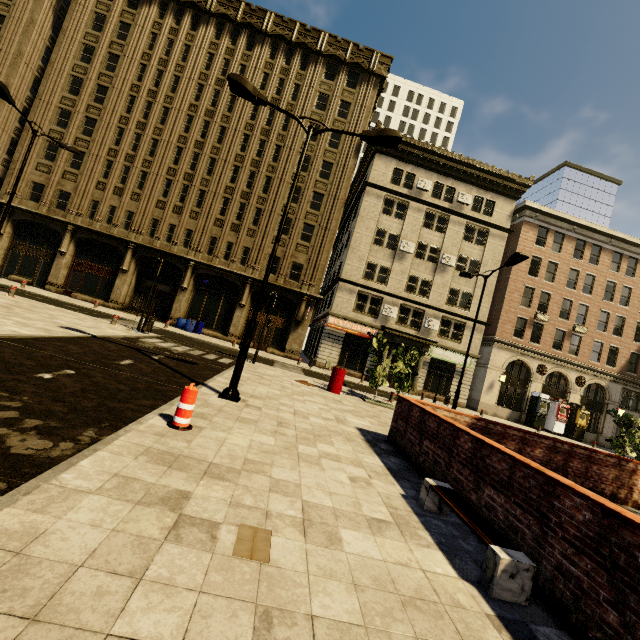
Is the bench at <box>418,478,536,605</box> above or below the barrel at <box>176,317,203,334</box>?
below

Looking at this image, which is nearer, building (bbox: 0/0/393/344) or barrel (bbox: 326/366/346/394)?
barrel (bbox: 326/366/346/394)

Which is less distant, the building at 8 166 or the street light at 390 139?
the street light at 390 139

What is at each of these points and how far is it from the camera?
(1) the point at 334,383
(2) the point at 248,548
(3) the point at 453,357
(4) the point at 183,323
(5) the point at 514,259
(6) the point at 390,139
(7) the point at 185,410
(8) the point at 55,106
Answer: (1) barrel, 14.4m
(2) cardboard, 2.8m
(3) sign, 28.8m
(4) barrel, 26.0m
(5) street light, 13.8m
(6) street light, 8.7m
(7) plastic barricade, 5.2m
(8) building, 26.7m

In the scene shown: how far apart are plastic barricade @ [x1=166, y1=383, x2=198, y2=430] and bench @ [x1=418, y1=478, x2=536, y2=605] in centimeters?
382cm

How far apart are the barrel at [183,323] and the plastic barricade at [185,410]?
21.6m

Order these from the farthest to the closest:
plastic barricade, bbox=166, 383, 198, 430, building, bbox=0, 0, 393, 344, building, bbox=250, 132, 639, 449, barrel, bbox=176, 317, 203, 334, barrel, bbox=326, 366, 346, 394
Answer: building, bbox=250, 132, 639, 449, building, bbox=0, 0, 393, 344, barrel, bbox=176, 317, 203, 334, barrel, bbox=326, 366, 346, 394, plastic barricade, bbox=166, 383, 198, 430

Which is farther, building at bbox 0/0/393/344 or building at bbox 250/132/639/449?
building at bbox 250/132/639/449
